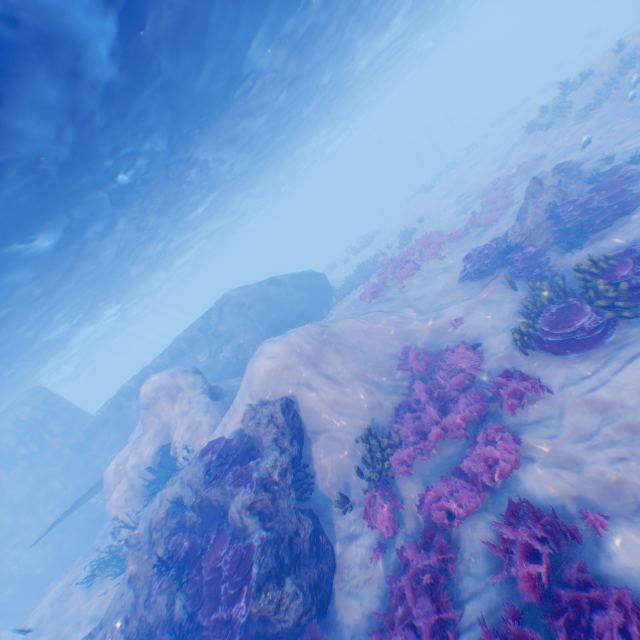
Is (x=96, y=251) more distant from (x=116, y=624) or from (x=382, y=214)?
(x=382, y=214)

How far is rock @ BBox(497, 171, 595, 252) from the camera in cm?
1148

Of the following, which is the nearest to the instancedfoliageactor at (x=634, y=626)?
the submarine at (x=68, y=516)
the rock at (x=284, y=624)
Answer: the rock at (x=284, y=624)

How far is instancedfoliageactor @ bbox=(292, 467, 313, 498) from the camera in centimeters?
899cm

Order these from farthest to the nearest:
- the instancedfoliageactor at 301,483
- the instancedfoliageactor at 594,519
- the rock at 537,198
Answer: the rock at 537,198 < the instancedfoliageactor at 301,483 < the instancedfoliageactor at 594,519

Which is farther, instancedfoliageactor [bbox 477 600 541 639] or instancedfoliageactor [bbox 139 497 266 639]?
instancedfoliageactor [bbox 139 497 266 639]

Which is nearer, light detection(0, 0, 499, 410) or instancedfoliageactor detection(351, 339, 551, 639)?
instancedfoliageactor detection(351, 339, 551, 639)

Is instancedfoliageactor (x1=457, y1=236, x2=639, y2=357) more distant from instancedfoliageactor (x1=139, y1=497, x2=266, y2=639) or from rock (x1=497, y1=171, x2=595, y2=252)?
instancedfoliageactor (x1=139, y1=497, x2=266, y2=639)
